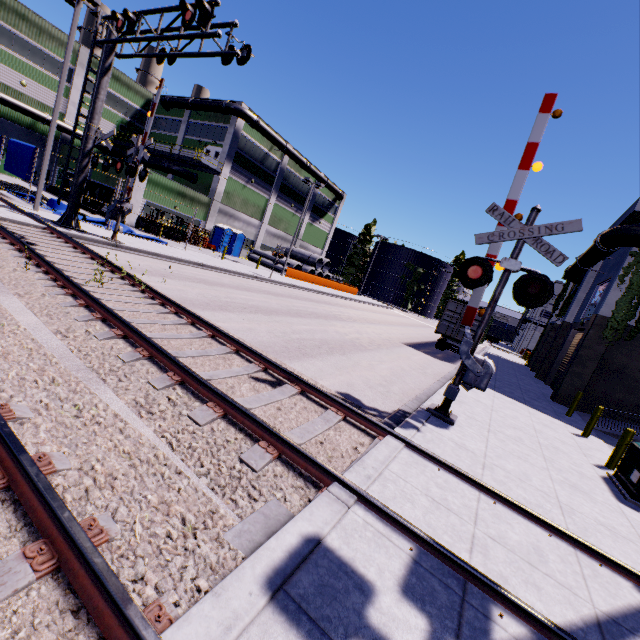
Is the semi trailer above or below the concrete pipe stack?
below

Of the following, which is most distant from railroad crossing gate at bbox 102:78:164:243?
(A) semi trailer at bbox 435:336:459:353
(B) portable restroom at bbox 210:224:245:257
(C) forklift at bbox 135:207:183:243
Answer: (A) semi trailer at bbox 435:336:459:353

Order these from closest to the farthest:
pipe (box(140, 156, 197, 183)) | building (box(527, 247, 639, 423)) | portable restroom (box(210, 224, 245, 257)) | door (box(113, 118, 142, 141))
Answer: building (box(527, 247, 639, 423)) → pipe (box(140, 156, 197, 183)) → portable restroom (box(210, 224, 245, 257)) → door (box(113, 118, 142, 141))

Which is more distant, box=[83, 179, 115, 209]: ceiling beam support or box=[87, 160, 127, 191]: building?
box=[87, 160, 127, 191]: building

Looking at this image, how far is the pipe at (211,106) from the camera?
31.61m

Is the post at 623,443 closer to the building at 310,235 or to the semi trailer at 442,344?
the building at 310,235

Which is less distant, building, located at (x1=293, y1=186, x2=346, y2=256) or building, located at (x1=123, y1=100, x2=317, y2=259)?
building, located at (x1=123, y1=100, x2=317, y2=259)

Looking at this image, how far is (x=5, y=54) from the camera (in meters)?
29.33
